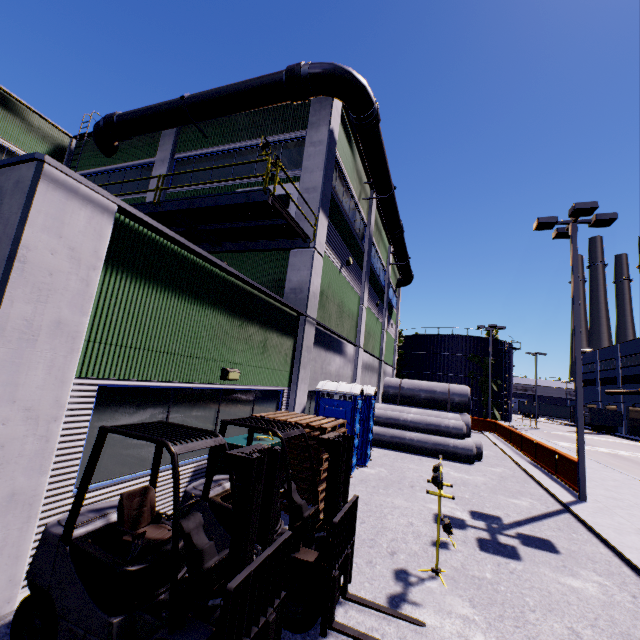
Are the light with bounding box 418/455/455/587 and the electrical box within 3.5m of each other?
yes

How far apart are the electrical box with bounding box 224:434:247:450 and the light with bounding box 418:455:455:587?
3.0 meters

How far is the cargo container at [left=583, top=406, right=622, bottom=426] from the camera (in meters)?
46.25

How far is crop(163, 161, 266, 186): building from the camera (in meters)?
13.63

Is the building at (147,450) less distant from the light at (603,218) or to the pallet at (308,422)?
the pallet at (308,422)

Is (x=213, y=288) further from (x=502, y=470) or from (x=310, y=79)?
(x=502, y=470)

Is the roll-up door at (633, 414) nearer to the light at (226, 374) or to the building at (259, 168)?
the building at (259, 168)

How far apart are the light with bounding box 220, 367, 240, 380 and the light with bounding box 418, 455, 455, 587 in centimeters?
438cm
